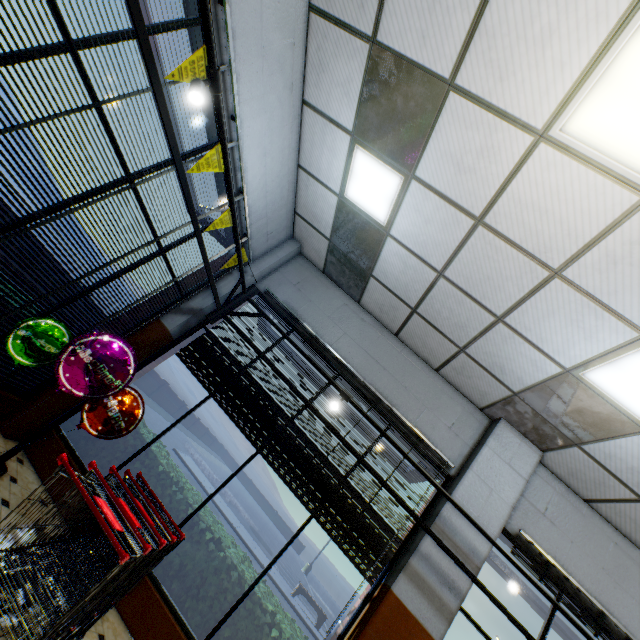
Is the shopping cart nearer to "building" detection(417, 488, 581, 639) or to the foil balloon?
"building" detection(417, 488, 581, 639)

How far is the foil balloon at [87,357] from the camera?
3.1 meters

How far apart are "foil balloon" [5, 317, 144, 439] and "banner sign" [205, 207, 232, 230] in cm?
160

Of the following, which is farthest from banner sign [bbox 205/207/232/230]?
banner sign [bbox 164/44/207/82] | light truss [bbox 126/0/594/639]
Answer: banner sign [bbox 164/44/207/82]

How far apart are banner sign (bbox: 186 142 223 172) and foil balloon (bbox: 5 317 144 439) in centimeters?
191cm

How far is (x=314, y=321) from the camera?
5.5m

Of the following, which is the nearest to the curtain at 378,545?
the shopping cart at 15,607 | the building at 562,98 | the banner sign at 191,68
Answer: the building at 562,98

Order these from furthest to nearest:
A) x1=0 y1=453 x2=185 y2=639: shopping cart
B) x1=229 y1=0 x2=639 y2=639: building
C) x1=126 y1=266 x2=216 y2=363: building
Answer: x1=126 y1=266 x2=216 y2=363: building < x1=229 y1=0 x2=639 y2=639: building < x1=0 y1=453 x2=185 y2=639: shopping cart
